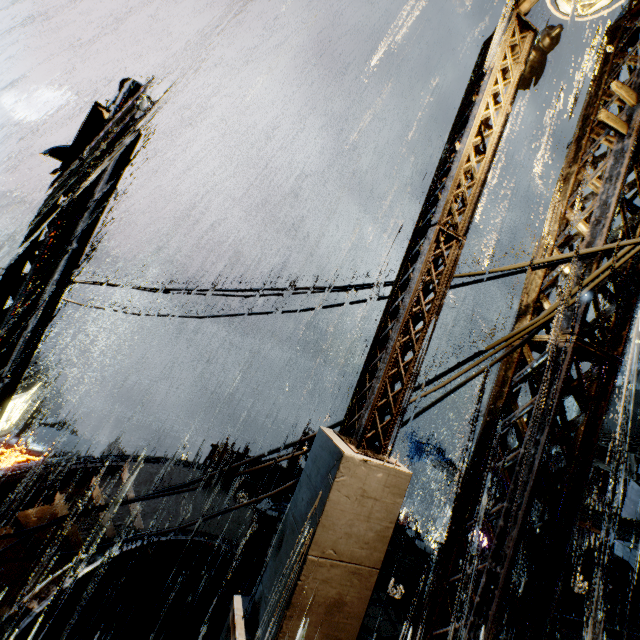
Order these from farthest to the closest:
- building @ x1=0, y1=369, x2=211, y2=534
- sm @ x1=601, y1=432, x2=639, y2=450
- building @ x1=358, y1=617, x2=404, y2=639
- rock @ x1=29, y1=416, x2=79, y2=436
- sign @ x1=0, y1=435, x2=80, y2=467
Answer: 1. rock @ x1=29, y1=416, x2=79, y2=436
2. sm @ x1=601, y1=432, x2=639, y2=450
3. sign @ x1=0, y1=435, x2=80, y2=467
4. building @ x1=0, y1=369, x2=211, y2=534
5. building @ x1=358, y1=617, x2=404, y2=639

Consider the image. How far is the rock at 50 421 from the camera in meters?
44.9

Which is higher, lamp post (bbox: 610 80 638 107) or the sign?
lamp post (bbox: 610 80 638 107)

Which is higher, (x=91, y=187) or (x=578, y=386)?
(x=91, y=187)

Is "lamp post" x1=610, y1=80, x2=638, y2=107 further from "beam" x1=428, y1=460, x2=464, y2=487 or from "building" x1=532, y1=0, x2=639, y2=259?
"beam" x1=428, y1=460, x2=464, y2=487

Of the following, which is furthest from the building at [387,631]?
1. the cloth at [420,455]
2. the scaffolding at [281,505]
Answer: the cloth at [420,455]

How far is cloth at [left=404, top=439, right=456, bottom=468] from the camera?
27.5 meters

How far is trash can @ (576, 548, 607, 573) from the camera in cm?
1730
